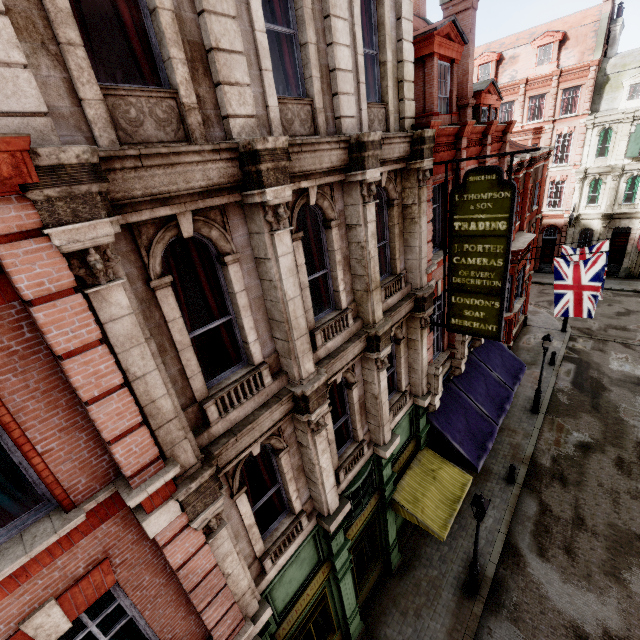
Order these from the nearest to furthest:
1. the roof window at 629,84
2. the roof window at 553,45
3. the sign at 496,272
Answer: the sign at 496,272 < the roof window at 629,84 < the roof window at 553,45

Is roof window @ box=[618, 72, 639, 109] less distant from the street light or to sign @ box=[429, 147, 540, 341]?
sign @ box=[429, 147, 540, 341]

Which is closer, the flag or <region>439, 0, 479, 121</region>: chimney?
<region>439, 0, 479, 121</region>: chimney

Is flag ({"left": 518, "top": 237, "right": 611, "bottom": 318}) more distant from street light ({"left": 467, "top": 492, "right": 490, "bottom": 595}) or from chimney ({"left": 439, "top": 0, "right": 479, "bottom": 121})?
street light ({"left": 467, "top": 492, "right": 490, "bottom": 595})

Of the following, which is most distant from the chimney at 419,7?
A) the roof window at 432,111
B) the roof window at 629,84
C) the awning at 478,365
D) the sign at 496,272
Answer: the roof window at 629,84

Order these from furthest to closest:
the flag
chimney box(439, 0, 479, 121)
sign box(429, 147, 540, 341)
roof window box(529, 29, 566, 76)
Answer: roof window box(529, 29, 566, 76) → the flag → chimney box(439, 0, 479, 121) → sign box(429, 147, 540, 341)

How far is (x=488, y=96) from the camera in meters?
14.4

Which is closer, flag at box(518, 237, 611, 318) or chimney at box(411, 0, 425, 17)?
chimney at box(411, 0, 425, 17)
